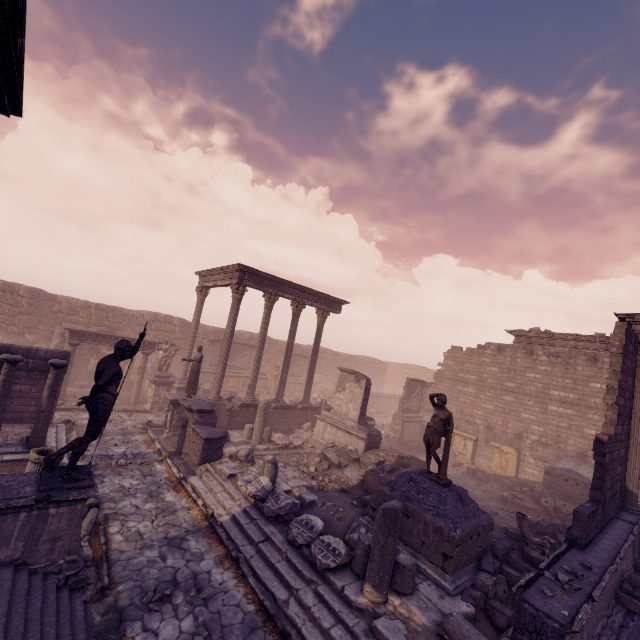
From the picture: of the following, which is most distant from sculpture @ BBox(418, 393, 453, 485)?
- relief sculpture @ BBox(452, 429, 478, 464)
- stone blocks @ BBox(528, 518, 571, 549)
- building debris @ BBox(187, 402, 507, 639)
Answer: relief sculpture @ BBox(452, 429, 478, 464)

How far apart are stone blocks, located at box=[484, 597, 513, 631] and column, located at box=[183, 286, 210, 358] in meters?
16.5 m

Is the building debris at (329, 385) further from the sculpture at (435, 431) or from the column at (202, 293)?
the sculpture at (435, 431)

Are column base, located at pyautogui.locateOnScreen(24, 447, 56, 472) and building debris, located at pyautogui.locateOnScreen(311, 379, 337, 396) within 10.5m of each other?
no

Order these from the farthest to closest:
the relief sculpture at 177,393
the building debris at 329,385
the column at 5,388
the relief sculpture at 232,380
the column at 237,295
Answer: the building debris at 329,385
the relief sculpture at 232,380
the column at 237,295
the relief sculpture at 177,393
the column at 5,388

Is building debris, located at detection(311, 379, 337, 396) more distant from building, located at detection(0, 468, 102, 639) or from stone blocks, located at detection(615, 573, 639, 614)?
building, located at detection(0, 468, 102, 639)

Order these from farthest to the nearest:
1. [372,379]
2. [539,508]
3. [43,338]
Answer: [372,379]
[43,338]
[539,508]

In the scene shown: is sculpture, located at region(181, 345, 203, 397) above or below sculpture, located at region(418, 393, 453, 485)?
below
